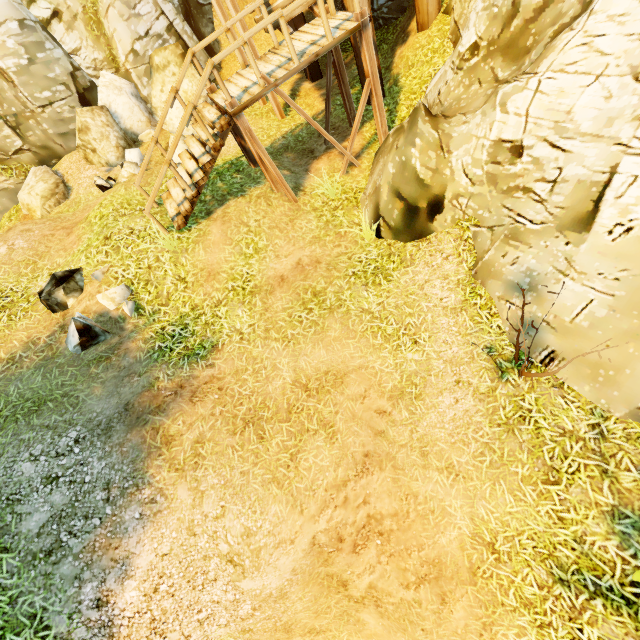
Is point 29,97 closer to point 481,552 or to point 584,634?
point 481,552

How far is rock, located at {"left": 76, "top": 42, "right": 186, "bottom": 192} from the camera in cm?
991

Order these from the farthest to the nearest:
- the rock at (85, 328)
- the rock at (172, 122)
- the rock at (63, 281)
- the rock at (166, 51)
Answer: the rock at (172, 122) → the rock at (166, 51) → the rock at (63, 281) → the rock at (85, 328)

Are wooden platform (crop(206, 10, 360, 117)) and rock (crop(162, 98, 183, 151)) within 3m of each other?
no

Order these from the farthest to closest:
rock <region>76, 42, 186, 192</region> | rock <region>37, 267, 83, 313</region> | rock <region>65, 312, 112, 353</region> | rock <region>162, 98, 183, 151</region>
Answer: rock <region>162, 98, 183, 151</region> → rock <region>76, 42, 186, 192</region> → rock <region>37, 267, 83, 313</region> → rock <region>65, 312, 112, 353</region>

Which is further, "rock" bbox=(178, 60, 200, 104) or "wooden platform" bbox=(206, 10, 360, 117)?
"rock" bbox=(178, 60, 200, 104)

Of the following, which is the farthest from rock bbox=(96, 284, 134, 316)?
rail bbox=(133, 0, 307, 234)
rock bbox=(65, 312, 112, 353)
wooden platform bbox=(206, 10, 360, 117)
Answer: wooden platform bbox=(206, 10, 360, 117)

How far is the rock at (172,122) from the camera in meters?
10.7
